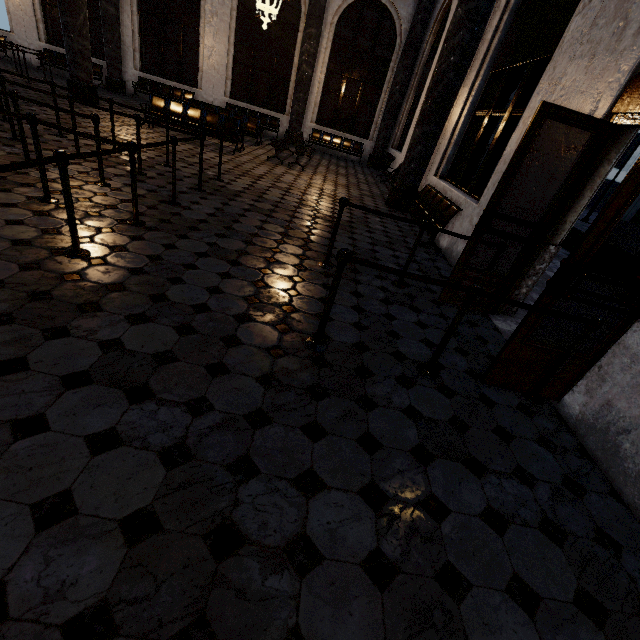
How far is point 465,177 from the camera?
6.6m
